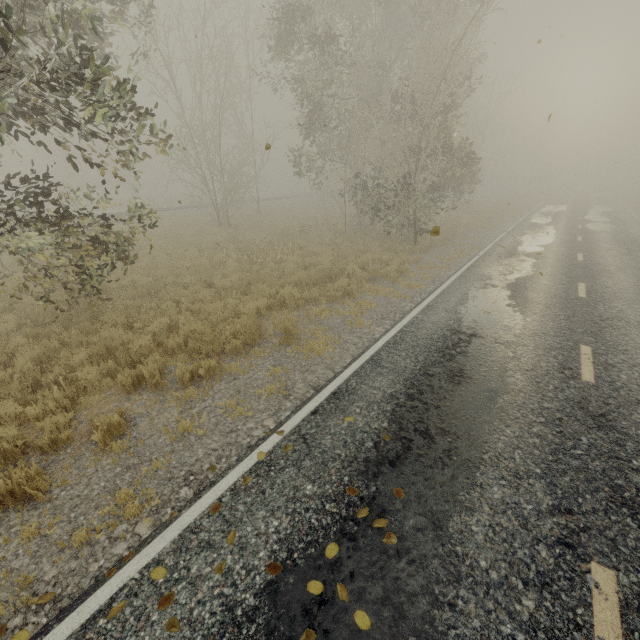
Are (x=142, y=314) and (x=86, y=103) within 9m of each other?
yes

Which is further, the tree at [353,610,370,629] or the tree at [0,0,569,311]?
the tree at [0,0,569,311]

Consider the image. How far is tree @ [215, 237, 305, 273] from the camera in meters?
13.0 m

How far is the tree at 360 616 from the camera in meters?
2.6

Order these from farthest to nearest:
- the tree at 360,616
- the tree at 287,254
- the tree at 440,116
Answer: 1. the tree at 287,254
2. the tree at 440,116
3. the tree at 360,616

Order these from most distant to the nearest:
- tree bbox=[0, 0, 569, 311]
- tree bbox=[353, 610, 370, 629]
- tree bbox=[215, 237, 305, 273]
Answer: tree bbox=[215, 237, 305, 273]
tree bbox=[0, 0, 569, 311]
tree bbox=[353, 610, 370, 629]
